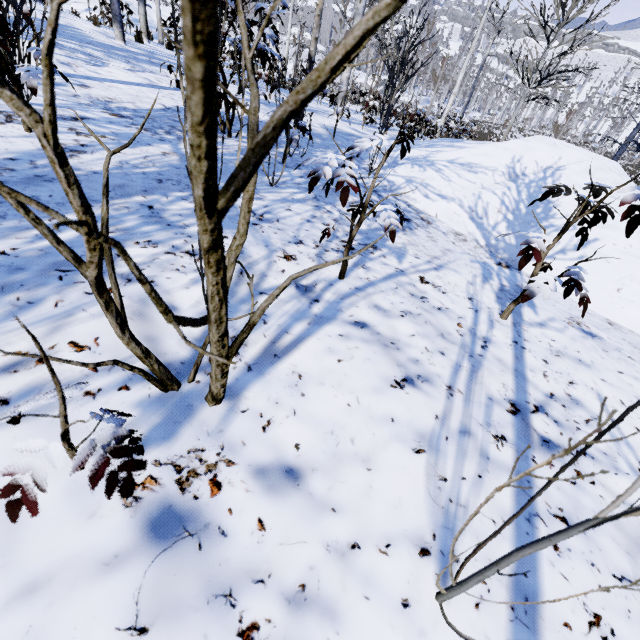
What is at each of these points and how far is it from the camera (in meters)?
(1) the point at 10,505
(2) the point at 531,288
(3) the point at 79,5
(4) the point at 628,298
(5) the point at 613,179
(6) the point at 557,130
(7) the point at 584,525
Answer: (1) instancedfoliageactor, 0.63
(2) instancedfoliageactor, 1.84
(3) rock, 18.80
(4) rock, 3.09
(5) rock, 4.60
(6) instancedfoliageactor, 17.58
(7) instancedfoliageactor, 0.52

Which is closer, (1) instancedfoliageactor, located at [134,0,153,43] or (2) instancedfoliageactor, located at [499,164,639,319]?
(2) instancedfoliageactor, located at [499,164,639,319]

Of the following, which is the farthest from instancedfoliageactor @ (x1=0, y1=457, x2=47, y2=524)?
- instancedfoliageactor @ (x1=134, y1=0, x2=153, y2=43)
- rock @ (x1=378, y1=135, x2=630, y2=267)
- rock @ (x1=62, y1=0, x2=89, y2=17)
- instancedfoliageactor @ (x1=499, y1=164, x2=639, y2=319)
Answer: rock @ (x1=62, y1=0, x2=89, y2=17)

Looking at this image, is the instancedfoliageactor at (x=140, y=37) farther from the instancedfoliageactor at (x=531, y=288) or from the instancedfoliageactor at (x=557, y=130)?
the instancedfoliageactor at (x=531, y=288)

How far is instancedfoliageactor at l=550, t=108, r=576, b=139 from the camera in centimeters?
1700cm

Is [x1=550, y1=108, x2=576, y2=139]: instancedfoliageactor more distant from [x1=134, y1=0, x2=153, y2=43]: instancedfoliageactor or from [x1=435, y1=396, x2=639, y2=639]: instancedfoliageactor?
[x1=435, y1=396, x2=639, y2=639]: instancedfoliageactor

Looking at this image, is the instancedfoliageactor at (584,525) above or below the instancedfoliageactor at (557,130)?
below

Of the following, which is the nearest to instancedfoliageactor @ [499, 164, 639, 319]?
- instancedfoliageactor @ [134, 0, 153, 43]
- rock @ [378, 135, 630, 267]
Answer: rock @ [378, 135, 630, 267]
